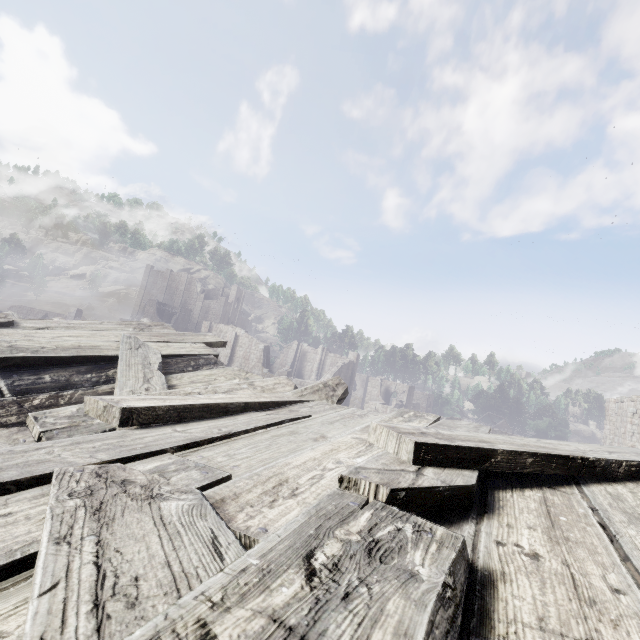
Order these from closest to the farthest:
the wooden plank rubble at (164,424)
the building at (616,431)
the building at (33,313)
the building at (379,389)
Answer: the wooden plank rubble at (164,424)
the building at (616,431)
the building at (379,389)
the building at (33,313)

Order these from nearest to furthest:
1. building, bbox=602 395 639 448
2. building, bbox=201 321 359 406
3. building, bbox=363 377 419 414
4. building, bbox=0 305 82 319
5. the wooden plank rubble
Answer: the wooden plank rubble → building, bbox=602 395 639 448 → building, bbox=363 377 419 414 → building, bbox=201 321 359 406 → building, bbox=0 305 82 319

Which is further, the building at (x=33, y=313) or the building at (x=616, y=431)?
the building at (x=33, y=313)

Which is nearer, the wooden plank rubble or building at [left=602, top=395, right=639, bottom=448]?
the wooden plank rubble

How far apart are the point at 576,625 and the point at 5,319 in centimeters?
671cm

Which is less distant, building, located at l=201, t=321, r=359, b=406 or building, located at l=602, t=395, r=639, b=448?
building, located at l=602, t=395, r=639, b=448

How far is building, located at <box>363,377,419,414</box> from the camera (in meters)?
36.06
